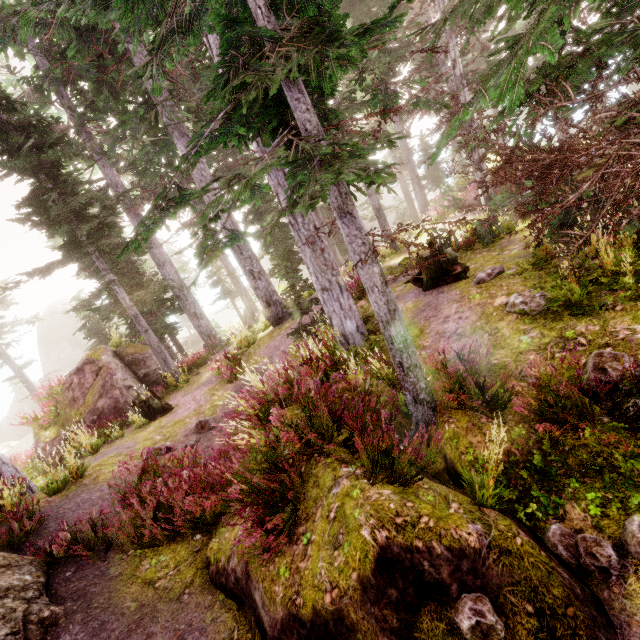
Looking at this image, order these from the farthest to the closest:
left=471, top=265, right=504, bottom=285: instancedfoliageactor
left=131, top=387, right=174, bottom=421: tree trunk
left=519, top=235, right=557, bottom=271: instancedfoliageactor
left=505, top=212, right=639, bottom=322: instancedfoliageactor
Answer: left=131, top=387, right=174, bottom=421: tree trunk, left=471, top=265, right=504, bottom=285: instancedfoliageactor, left=519, top=235, right=557, bottom=271: instancedfoliageactor, left=505, top=212, right=639, bottom=322: instancedfoliageactor

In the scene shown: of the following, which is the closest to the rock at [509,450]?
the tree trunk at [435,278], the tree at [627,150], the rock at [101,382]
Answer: the tree at [627,150]

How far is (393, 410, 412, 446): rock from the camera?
5.5 meters

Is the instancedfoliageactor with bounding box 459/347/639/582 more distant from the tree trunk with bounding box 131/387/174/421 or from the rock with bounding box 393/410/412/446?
the tree trunk with bounding box 131/387/174/421

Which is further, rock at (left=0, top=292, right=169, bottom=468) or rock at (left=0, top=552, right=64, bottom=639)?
rock at (left=0, top=292, right=169, bottom=468)

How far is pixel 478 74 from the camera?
16.27m

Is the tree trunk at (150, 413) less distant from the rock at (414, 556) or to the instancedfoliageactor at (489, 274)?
the instancedfoliageactor at (489, 274)
